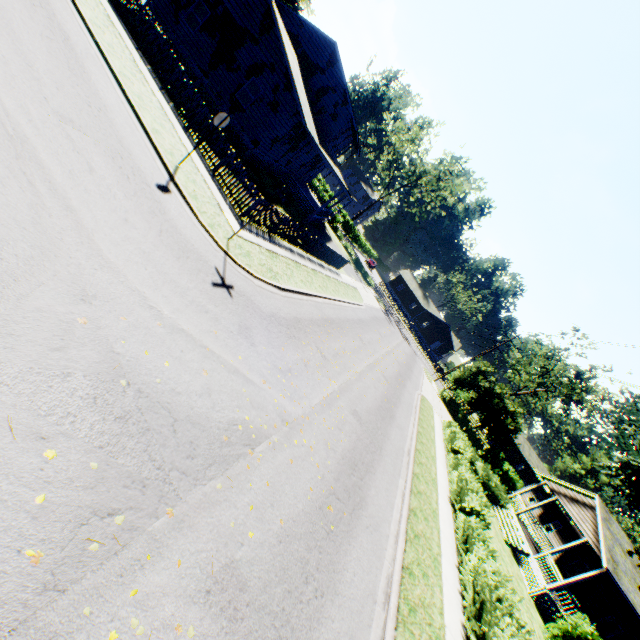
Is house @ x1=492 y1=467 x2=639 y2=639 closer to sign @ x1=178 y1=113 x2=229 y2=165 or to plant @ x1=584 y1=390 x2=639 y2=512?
plant @ x1=584 y1=390 x2=639 y2=512

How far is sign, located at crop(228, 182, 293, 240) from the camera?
9.9 meters

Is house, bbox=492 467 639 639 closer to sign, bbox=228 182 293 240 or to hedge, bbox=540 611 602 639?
hedge, bbox=540 611 602 639

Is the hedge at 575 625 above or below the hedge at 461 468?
above

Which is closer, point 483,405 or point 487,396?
point 483,405

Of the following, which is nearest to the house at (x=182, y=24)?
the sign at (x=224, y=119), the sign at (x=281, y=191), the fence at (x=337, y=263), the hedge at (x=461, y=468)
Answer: the fence at (x=337, y=263)

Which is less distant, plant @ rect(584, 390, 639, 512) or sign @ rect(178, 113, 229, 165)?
sign @ rect(178, 113, 229, 165)

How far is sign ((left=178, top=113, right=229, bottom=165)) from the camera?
10.0 meters
